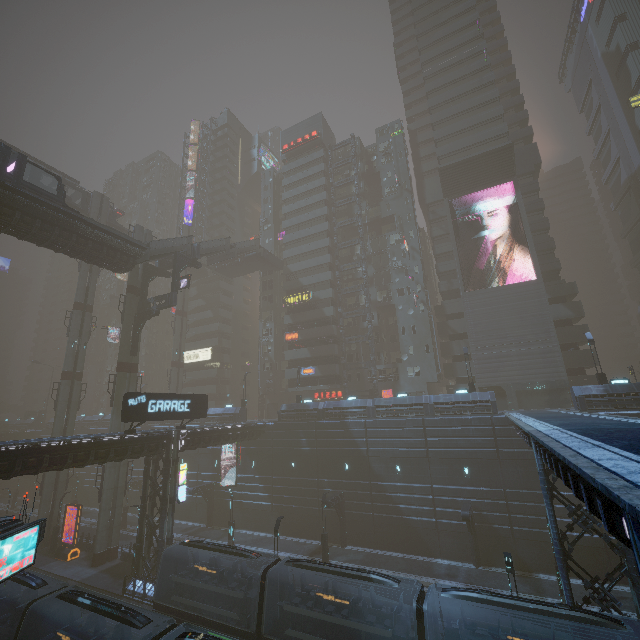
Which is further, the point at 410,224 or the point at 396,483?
the point at 410,224

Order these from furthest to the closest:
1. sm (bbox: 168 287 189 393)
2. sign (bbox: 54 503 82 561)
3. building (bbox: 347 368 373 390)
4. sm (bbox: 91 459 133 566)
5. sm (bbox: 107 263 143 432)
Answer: sm (bbox: 168 287 189 393) < building (bbox: 347 368 373 390) < sm (bbox: 107 263 143 432) < sign (bbox: 54 503 82 561) < sm (bbox: 91 459 133 566)

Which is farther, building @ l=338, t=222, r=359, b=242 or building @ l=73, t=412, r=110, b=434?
building @ l=338, t=222, r=359, b=242

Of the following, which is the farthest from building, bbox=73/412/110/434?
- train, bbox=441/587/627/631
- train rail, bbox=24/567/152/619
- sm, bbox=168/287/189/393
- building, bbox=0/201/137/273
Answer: building, bbox=0/201/137/273

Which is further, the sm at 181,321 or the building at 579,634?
the sm at 181,321

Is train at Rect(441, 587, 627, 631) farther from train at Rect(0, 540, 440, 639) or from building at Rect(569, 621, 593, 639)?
train at Rect(0, 540, 440, 639)

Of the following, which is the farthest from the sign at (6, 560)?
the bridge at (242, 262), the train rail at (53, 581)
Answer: the bridge at (242, 262)

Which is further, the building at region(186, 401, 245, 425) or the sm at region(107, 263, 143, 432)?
the building at region(186, 401, 245, 425)
